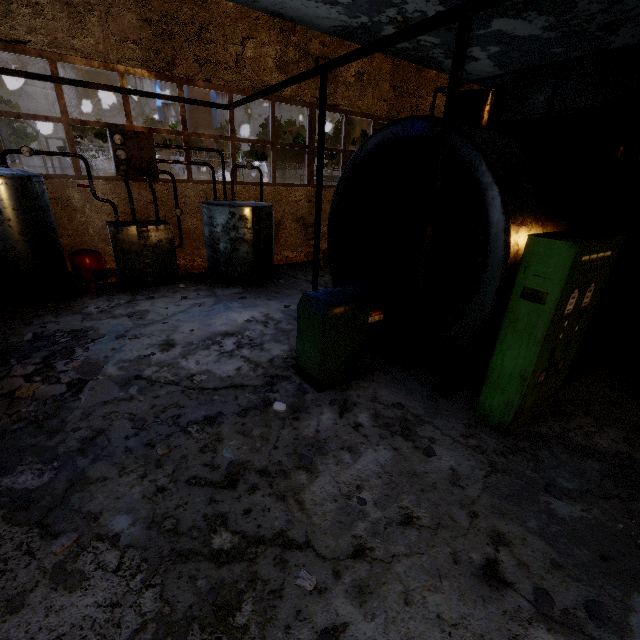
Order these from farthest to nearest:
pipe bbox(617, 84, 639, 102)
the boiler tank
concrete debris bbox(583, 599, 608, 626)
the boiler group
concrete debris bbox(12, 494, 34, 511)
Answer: pipe bbox(617, 84, 639, 102) < the boiler group < the boiler tank < concrete debris bbox(12, 494, 34, 511) < concrete debris bbox(583, 599, 608, 626)

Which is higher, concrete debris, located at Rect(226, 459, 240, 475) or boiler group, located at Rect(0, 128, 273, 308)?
boiler group, located at Rect(0, 128, 273, 308)

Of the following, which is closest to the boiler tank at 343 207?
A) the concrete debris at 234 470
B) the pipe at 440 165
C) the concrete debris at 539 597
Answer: the concrete debris at 234 470

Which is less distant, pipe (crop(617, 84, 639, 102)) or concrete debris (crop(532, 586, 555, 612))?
concrete debris (crop(532, 586, 555, 612))

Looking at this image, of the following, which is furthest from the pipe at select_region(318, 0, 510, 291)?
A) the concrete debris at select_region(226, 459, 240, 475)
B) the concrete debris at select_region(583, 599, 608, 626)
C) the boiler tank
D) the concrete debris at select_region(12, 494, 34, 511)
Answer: the concrete debris at select_region(12, 494, 34, 511)

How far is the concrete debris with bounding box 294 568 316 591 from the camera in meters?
2.5

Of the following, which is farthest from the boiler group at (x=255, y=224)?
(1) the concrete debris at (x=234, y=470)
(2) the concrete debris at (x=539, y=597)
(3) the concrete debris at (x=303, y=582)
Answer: (2) the concrete debris at (x=539, y=597)

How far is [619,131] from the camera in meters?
5.5
